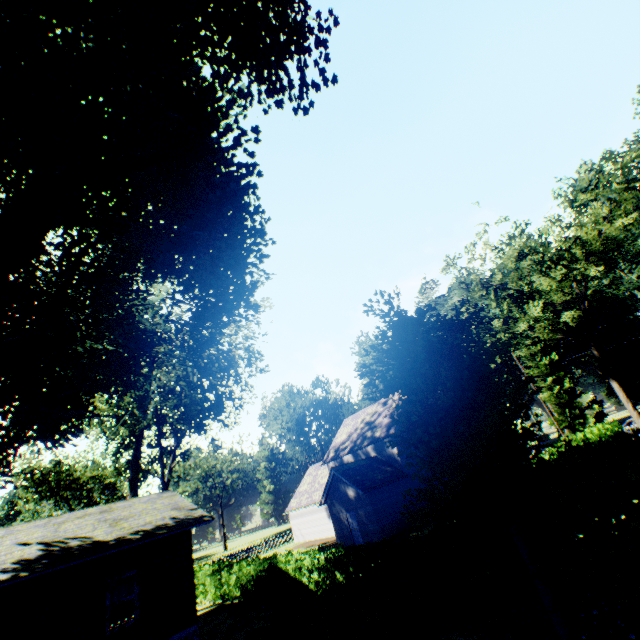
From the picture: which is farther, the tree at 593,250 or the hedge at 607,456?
the tree at 593,250

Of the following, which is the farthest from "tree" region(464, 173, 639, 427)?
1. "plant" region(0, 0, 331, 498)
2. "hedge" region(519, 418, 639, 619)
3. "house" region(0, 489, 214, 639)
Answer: "house" region(0, 489, 214, 639)

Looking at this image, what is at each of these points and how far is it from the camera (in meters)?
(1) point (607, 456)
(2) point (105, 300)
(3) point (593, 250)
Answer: (1) hedge, 7.42
(2) plant, 11.71
(3) tree, 26.28

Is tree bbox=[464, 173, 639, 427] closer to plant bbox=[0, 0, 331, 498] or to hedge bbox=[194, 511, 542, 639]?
hedge bbox=[194, 511, 542, 639]

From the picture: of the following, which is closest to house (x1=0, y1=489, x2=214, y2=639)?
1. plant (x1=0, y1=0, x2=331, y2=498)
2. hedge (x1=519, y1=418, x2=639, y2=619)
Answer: plant (x1=0, y1=0, x2=331, y2=498)

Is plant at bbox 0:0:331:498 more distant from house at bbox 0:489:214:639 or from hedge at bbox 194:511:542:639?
house at bbox 0:489:214:639

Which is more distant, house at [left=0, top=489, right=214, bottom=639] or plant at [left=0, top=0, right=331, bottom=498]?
house at [left=0, top=489, right=214, bottom=639]

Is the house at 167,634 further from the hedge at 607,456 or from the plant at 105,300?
the hedge at 607,456
